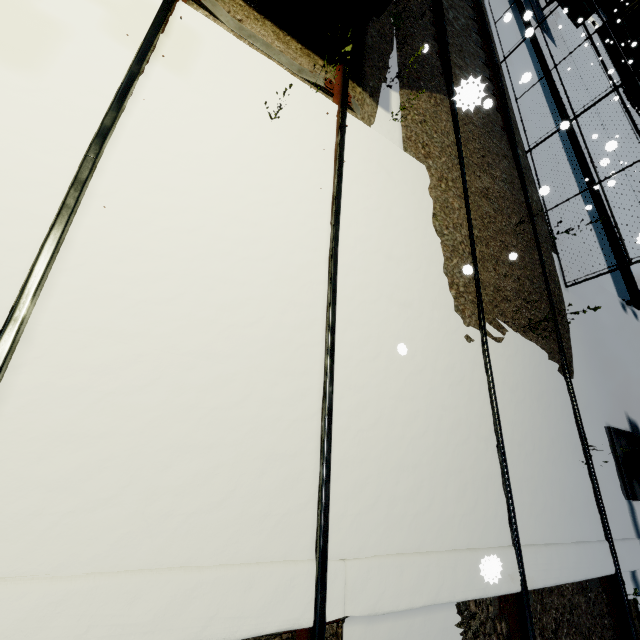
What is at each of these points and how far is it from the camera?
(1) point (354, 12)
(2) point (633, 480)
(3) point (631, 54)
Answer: (1) bogie, 4.6m
(2) railroad crossing overhang, 5.1m
(3) building, 29.7m

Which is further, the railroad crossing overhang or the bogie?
the railroad crossing overhang

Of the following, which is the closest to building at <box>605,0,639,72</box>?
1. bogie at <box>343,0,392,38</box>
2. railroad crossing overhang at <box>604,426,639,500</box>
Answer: railroad crossing overhang at <box>604,426,639,500</box>

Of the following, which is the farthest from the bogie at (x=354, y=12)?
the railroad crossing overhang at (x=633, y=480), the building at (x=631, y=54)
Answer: the building at (x=631, y=54)

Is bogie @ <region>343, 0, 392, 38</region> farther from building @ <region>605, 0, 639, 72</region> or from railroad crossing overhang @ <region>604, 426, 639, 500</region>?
building @ <region>605, 0, 639, 72</region>

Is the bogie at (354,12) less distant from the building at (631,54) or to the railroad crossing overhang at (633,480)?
the railroad crossing overhang at (633,480)
